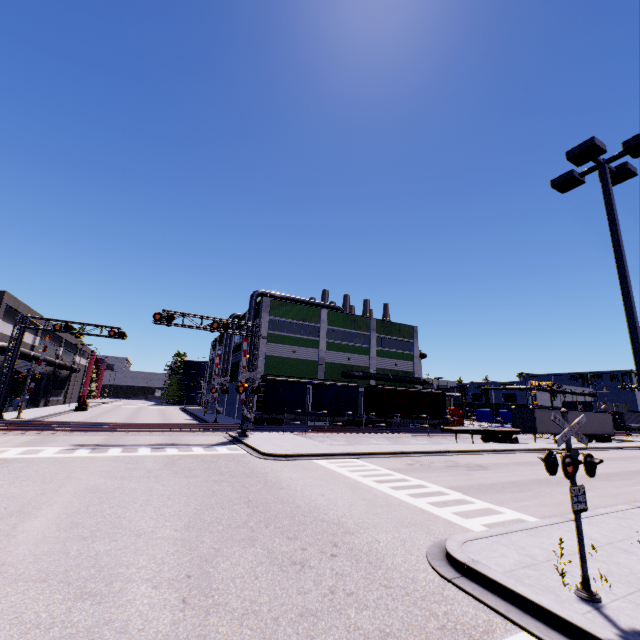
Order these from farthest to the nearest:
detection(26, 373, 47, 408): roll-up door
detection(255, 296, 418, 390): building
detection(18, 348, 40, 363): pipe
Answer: detection(26, 373, 47, 408): roll-up door, detection(255, 296, 418, 390): building, detection(18, 348, 40, 363): pipe

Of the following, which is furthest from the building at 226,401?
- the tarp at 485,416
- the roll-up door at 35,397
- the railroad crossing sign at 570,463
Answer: the railroad crossing sign at 570,463

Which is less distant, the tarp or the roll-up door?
the roll-up door

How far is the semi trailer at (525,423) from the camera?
30.6m

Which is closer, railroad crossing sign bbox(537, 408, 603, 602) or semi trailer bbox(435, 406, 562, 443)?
railroad crossing sign bbox(537, 408, 603, 602)

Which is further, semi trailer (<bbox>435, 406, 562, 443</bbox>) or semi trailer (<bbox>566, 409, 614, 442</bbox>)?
semi trailer (<bbox>566, 409, 614, 442</bbox>)

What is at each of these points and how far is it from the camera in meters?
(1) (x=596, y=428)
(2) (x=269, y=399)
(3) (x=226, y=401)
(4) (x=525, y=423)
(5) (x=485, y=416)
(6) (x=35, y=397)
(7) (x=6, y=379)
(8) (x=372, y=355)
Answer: (1) semi trailer, 38.8 m
(2) cargo car, 32.2 m
(3) building, 50.0 m
(4) semi trailer, 35.3 m
(5) tarp, 52.5 m
(6) roll-up door, 41.9 m
(7) railroad crossing overhang, 26.5 m
(8) building, 44.9 m

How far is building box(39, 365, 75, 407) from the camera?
44.23m
